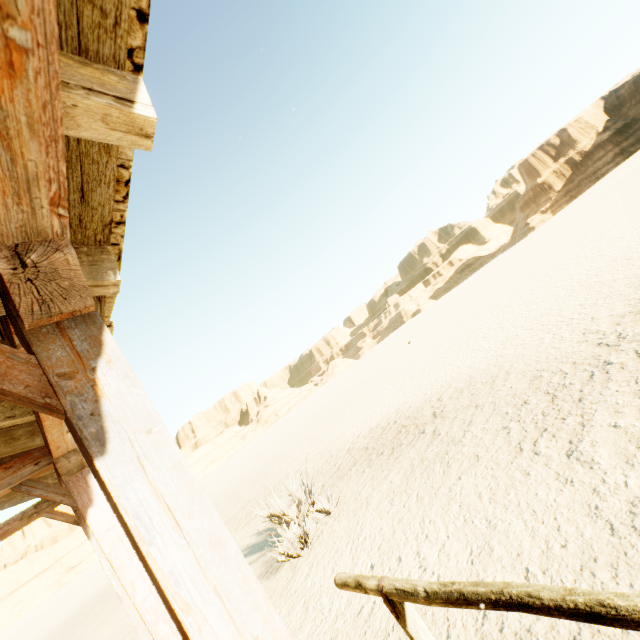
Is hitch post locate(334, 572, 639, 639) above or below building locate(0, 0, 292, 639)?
below

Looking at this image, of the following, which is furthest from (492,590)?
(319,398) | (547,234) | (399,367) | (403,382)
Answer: (319,398)

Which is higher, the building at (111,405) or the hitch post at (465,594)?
the building at (111,405)
